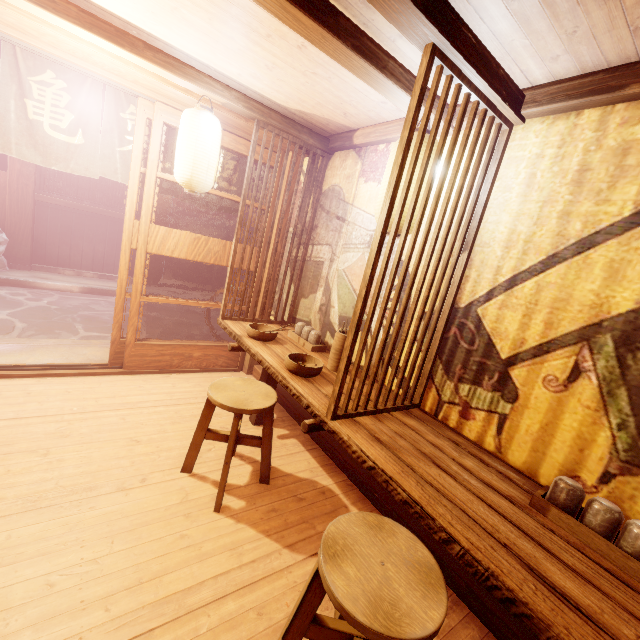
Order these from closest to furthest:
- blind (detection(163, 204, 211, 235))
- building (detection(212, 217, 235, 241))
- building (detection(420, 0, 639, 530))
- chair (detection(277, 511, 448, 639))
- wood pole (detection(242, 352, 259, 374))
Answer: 1. chair (detection(277, 511, 448, 639))
2. building (detection(420, 0, 639, 530))
3. wood pole (detection(242, 352, 259, 374))
4. building (detection(212, 217, 235, 241))
5. blind (detection(163, 204, 211, 235))

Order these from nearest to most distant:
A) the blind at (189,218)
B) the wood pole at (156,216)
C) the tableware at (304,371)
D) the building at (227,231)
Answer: the tableware at (304,371)
the wood pole at (156,216)
the building at (227,231)
the blind at (189,218)

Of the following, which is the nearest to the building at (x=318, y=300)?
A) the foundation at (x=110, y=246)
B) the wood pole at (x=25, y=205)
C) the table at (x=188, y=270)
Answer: the foundation at (x=110, y=246)

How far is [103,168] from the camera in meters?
6.0

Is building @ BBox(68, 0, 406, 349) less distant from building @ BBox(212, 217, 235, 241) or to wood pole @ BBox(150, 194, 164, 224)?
wood pole @ BBox(150, 194, 164, 224)

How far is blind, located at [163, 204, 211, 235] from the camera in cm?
2709

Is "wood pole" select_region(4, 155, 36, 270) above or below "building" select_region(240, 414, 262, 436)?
above

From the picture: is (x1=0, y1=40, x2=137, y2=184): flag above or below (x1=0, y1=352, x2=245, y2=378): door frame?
above
